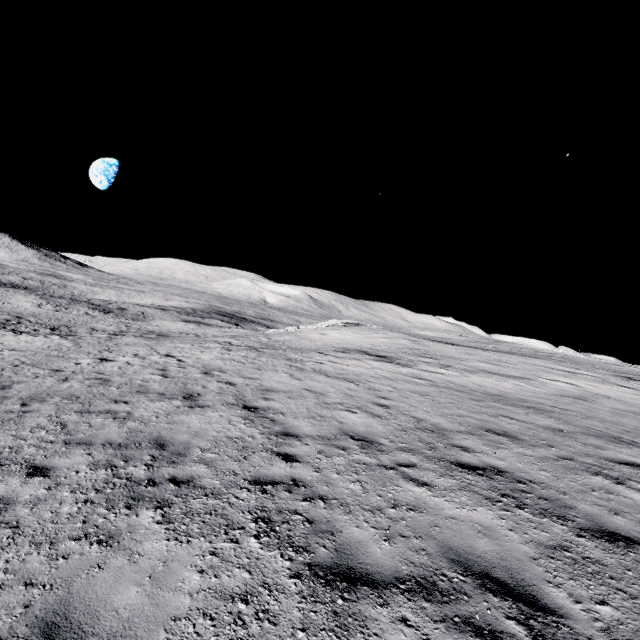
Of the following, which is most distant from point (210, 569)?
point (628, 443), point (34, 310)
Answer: point (34, 310)
